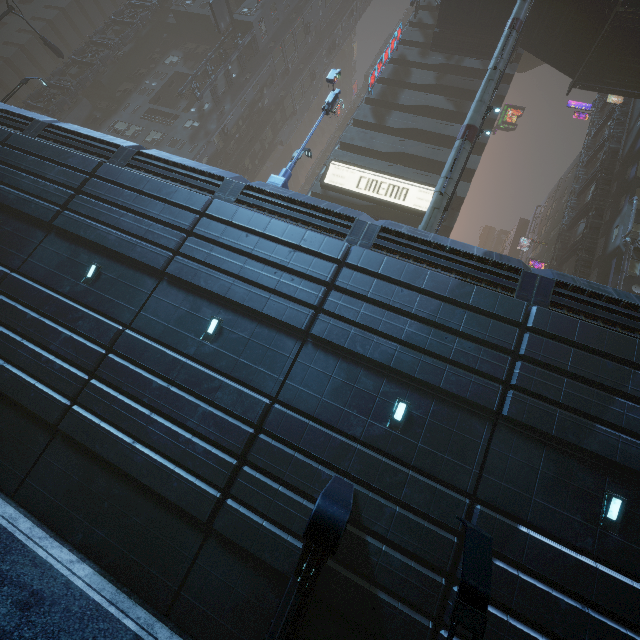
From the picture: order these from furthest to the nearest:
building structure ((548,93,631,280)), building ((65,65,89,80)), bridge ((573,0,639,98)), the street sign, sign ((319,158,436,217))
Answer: building ((65,65,89,80)) → sign ((319,158,436,217)) → building structure ((548,93,631,280)) → bridge ((573,0,639,98)) → the street sign

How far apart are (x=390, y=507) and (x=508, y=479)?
3.2 meters

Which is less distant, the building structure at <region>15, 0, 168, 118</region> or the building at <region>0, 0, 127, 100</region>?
the building structure at <region>15, 0, 168, 118</region>

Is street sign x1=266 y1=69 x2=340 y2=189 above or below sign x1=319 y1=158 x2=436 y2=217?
below

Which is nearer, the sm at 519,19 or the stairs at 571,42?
the sm at 519,19

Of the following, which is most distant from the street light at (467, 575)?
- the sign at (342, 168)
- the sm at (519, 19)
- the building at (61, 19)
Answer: the sign at (342, 168)

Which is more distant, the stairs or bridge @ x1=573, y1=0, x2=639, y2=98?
the stairs

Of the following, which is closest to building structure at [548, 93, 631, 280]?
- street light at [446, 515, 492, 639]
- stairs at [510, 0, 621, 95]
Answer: stairs at [510, 0, 621, 95]
